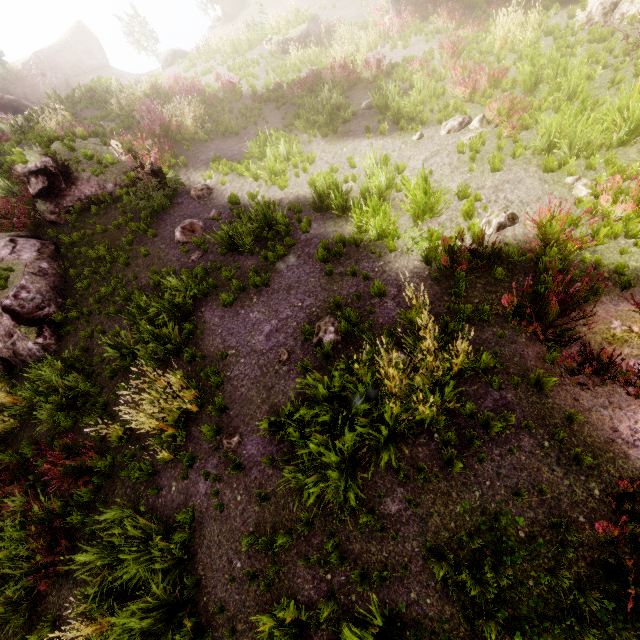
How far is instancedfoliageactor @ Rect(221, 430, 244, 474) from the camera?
5.7 meters

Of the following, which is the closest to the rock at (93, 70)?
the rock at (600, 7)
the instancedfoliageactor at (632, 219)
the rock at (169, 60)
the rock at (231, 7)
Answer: the instancedfoliageactor at (632, 219)

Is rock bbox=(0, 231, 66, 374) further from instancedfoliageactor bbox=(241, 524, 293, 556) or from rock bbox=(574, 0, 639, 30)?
rock bbox=(574, 0, 639, 30)

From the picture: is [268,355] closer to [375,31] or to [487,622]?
[487,622]

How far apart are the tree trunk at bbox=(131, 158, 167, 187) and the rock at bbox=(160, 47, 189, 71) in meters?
24.4 m

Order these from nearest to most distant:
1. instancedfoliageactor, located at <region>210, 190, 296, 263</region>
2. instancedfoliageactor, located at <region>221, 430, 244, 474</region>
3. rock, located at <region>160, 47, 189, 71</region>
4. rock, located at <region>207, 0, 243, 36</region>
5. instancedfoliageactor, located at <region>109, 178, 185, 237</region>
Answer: instancedfoliageactor, located at <region>221, 430, 244, 474</region> < instancedfoliageactor, located at <region>210, 190, 296, 263</region> < instancedfoliageactor, located at <region>109, 178, 185, 237</region> < rock, located at <region>160, 47, 189, 71</region> < rock, located at <region>207, 0, 243, 36</region>

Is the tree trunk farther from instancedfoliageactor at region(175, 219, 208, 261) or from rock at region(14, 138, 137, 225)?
instancedfoliageactor at region(175, 219, 208, 261)

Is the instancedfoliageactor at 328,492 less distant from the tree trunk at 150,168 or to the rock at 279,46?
the tree trunk at 150,168
